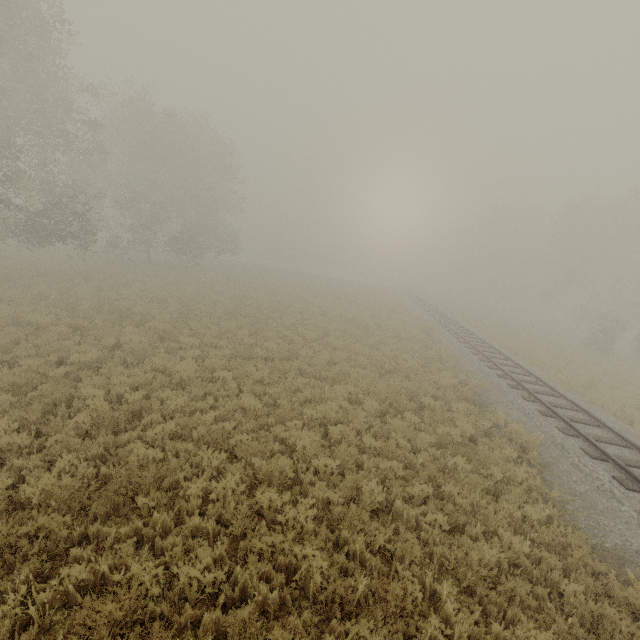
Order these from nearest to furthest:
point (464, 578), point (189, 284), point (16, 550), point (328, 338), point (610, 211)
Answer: point (16, 550), point (464, 578), point (328, 338), point (189, 284), point (610, 211)
